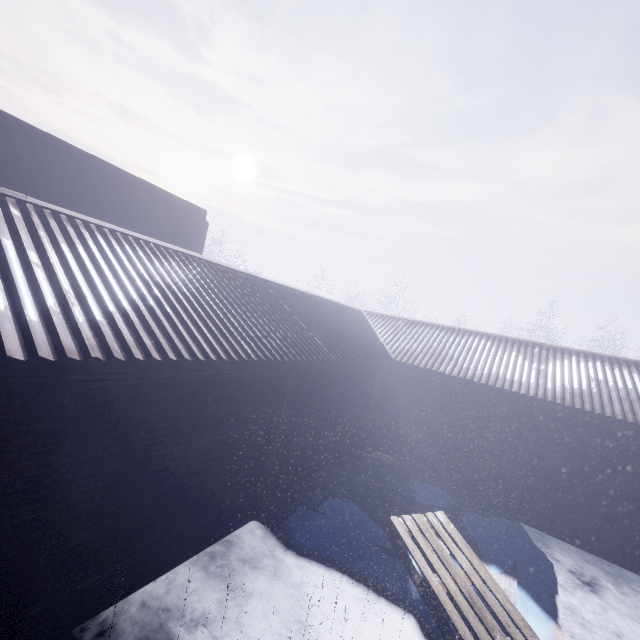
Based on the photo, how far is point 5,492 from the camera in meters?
1.8 m
